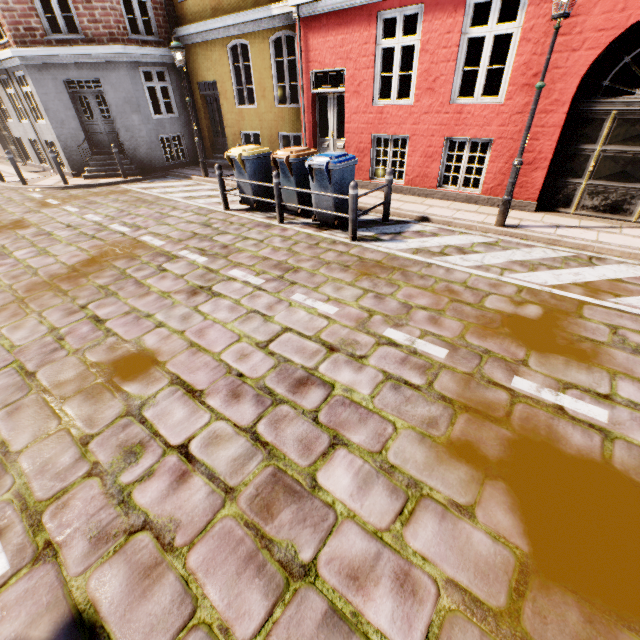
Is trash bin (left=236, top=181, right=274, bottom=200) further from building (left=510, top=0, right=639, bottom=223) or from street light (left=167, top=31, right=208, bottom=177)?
building (left=510, top=0, right=639, bottom=223)

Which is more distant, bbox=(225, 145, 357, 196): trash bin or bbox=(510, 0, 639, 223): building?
bbox=(225, 145, 357, 196): trash bin

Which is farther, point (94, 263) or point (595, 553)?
point (94, 263)

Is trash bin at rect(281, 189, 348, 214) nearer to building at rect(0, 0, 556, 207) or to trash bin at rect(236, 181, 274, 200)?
trash bin at rect(236, 181, 274, 200)

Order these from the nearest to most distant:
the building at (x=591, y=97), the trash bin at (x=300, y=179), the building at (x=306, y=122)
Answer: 1. the building at (x=591, y=97)
2. the trash bin at (x=300, y=179)
3. the building at (x=306, y=122)

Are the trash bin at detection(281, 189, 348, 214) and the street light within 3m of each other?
no

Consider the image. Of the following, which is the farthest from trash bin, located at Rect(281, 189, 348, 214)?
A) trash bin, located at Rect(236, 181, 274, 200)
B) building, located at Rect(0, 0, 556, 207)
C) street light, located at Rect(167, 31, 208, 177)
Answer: building, located at Rect(0, 0, 556, 207)

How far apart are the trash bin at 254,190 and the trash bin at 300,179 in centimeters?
44cm
